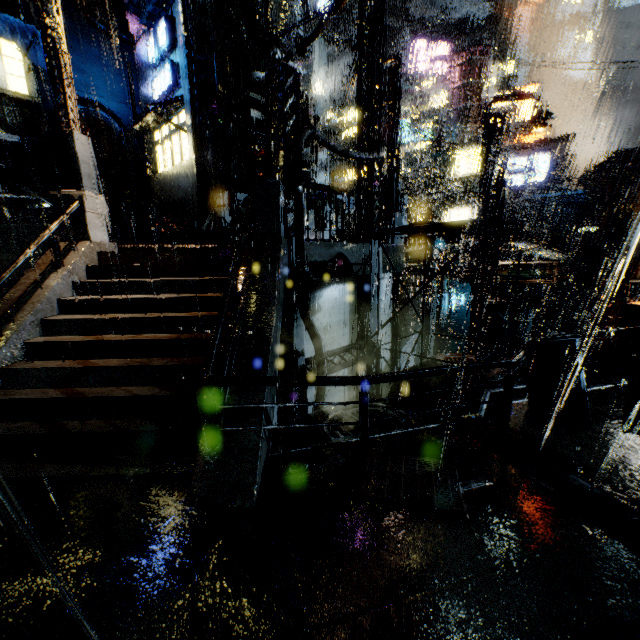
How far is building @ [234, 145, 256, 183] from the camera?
19.9m

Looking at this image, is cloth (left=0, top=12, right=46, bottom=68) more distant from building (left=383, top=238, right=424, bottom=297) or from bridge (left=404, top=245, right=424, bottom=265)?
bridge (left=404, top=245, right=424, bottom=265)

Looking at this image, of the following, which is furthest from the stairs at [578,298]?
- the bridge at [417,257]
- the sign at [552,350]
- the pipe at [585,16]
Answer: the pipe at [585,16]

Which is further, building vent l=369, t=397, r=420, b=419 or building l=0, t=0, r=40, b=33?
building l=0, t=0, r=40, b=33

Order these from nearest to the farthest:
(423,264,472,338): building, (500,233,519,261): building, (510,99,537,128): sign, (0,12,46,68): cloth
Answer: (500,233,519,261): building < (0,12,46,68): cloth < (423,264,472,338): building < (510,99,537,128): sign

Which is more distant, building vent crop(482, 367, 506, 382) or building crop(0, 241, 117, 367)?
building vent crop(482, 367, 506, 382)

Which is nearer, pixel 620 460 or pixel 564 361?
pixel 620 460

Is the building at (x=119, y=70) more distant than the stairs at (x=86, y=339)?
Yes
